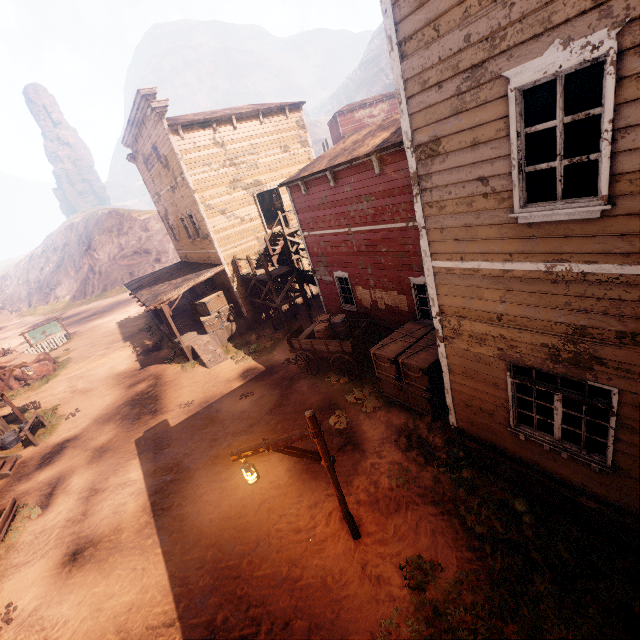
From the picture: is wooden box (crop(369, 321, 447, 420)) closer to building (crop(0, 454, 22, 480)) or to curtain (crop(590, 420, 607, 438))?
building (crop(0, 454, 22, 480))

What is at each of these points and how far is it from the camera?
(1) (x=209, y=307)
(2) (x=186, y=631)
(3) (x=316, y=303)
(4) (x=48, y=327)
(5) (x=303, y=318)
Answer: (1) wooden box, 17.97m
(2) z, 6.13m
(3) z, 20.31m
(4) sign, 30.17m
(5) z, 18.66m

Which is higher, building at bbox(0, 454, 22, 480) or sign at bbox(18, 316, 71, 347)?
sign at bbox(18, 316, 71, 347)

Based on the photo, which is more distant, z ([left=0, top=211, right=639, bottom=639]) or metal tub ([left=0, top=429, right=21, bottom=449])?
metal tub ([left=0, top=429, right=21, bottom=449])

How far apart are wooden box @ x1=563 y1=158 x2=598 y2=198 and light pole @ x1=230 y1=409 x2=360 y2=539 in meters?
4.6 m

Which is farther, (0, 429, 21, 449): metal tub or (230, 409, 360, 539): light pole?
(0, 429, 21, 449): metal tub

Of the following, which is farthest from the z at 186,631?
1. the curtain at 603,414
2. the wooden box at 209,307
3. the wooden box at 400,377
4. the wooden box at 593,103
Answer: the wooden box at 593,103

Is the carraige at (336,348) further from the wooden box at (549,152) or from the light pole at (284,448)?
the wooden box at (549,152)
